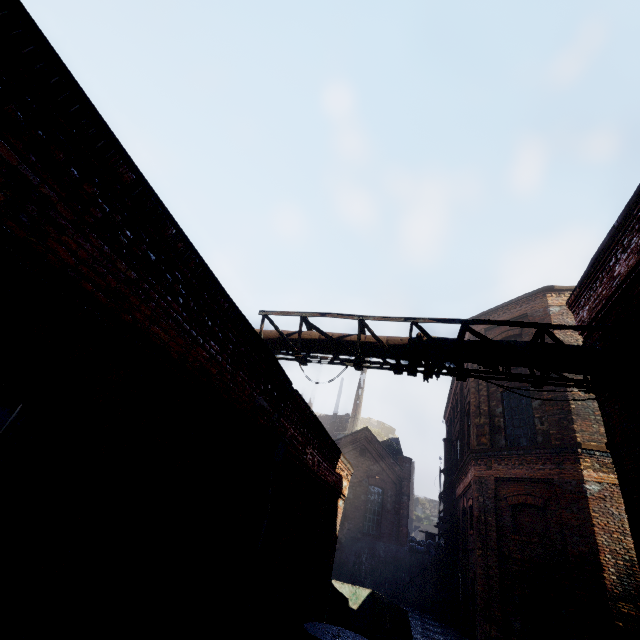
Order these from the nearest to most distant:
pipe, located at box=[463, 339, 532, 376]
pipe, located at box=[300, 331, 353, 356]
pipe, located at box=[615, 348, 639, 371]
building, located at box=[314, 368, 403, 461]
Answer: pipe, located at box=[615, 348, 639, 371] < pipe, located at box=[463, 339, 532, 376] < pipe, located at box=[300, 331, 353, 356] < building, located at box=[314, 368, 403, 461]

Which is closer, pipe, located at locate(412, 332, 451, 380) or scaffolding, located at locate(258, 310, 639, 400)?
scaffolding, located at locate(258, 310, 639, 400)

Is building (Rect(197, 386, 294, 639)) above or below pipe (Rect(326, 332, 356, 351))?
below

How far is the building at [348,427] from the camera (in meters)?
29.33

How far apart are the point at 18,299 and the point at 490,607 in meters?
15.8

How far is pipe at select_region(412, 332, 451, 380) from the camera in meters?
6.4

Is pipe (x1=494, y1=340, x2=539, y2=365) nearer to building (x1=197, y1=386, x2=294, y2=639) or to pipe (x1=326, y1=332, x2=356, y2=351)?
pipe (x1=326, y1=332, x2=356, y2=351)

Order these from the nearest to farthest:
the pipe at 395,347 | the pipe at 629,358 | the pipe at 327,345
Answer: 1. the pipe at 629,358
2. the pipe at 395,347
3. the pipe at 327,345
